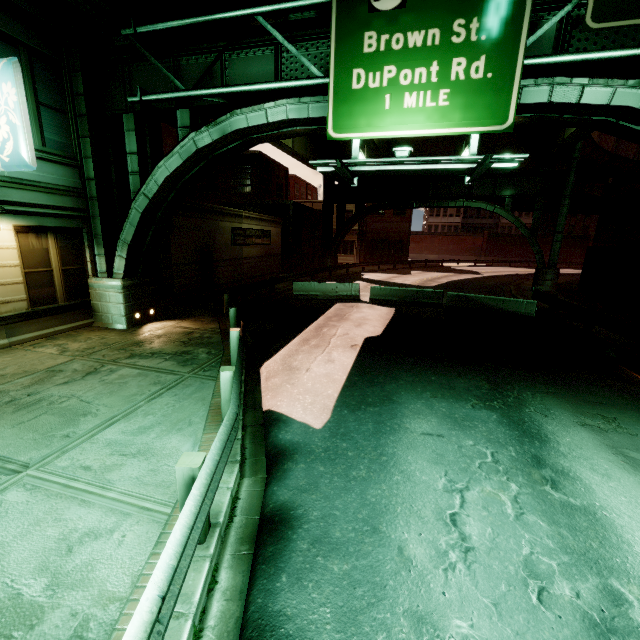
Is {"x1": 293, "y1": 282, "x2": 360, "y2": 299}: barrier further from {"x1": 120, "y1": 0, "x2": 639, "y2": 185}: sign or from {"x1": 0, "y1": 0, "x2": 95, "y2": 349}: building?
→ {"x1": 120, "y1": 0, "x2": 639, "y2": 185}: sign

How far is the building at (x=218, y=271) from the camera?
15.8m

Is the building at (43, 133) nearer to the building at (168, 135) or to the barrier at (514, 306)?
the building at (168, 135)

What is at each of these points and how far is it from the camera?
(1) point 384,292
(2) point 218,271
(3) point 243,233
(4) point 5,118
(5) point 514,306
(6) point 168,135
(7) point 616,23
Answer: (1) barrier, 18.06m
(2) building, 19.16m
(3) sign, 21.38m
(4) sign, 7.47m
(5) barrier, 15.41m
(6) building, 26.61m
(7) sign, 6.27m

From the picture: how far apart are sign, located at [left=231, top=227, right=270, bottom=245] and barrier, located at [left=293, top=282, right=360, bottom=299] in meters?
4.9 m

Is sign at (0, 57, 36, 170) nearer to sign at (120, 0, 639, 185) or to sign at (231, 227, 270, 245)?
sign at (120, 0, 639, 185)

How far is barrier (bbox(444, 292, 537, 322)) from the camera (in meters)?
Answer: 15.12

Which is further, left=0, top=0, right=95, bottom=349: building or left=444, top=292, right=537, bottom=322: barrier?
left=444, top=292, right=537, bottom=322: barrier
